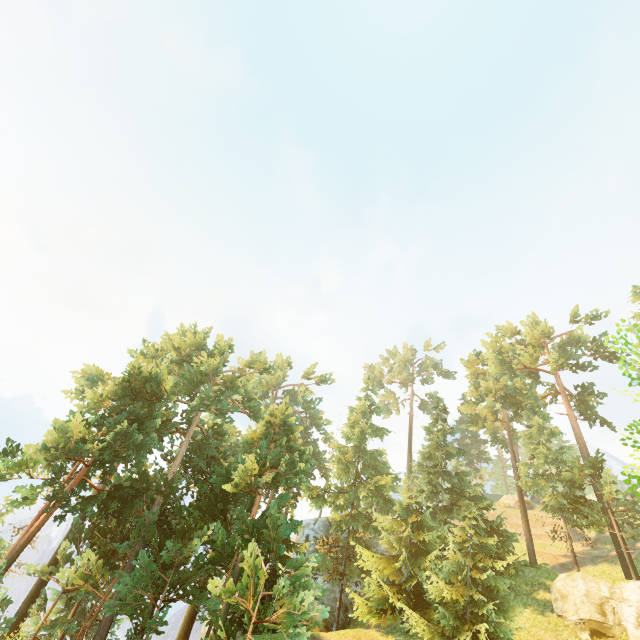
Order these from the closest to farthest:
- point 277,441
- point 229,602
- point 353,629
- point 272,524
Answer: point 229,602 < point 272,524 < point 353,629 < point 277,441

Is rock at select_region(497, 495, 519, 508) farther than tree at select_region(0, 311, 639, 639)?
Yes

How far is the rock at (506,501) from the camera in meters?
42.3

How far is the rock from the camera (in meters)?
42.28

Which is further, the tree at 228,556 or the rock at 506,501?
the rock at 506,501
